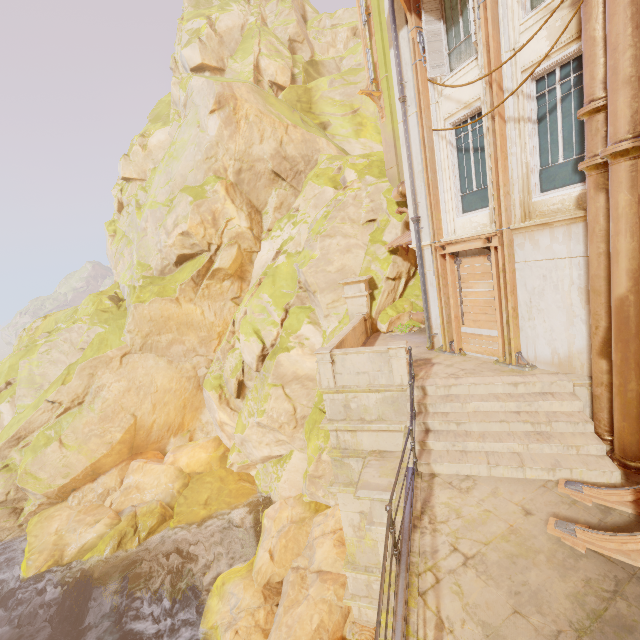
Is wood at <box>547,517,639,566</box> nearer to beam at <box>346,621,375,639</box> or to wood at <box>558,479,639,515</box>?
wood at <box>558,479,639,515</box>

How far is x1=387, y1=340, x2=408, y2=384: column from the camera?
8.4m

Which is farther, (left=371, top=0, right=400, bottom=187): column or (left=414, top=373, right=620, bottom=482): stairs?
(left=371, top=0, right=400, bottom=187): column

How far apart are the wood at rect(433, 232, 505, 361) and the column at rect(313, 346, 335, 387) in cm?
391

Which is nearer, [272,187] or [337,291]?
[337,291]

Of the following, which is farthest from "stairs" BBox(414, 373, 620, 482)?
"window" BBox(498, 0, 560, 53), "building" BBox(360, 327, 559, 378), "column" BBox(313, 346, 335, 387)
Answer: "window" BBox(498, 0, 560, 53)

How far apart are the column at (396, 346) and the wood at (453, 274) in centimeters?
270cm

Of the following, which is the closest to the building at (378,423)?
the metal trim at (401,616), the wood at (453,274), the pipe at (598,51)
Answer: the metal trim at (401,616)
